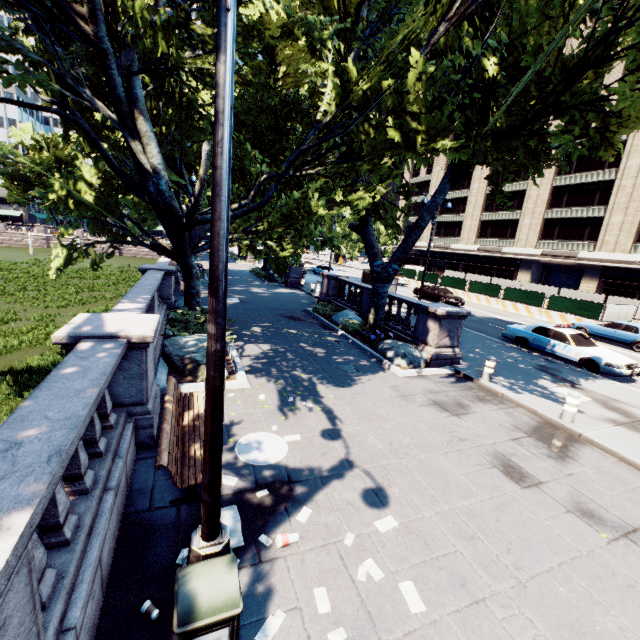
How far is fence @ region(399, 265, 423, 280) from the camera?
39.7m

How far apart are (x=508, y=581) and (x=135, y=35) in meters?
15.6

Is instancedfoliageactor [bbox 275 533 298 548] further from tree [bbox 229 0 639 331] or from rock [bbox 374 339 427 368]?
rock [bbox 374 339 427 368]

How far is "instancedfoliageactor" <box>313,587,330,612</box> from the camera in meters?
3.7

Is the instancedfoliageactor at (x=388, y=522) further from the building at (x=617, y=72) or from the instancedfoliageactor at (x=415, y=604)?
the building at (x=617, y=72)

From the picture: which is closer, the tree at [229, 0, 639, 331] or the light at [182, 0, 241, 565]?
the light at [182, 0, 241, 565]

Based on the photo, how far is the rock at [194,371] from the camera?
9.0 meters

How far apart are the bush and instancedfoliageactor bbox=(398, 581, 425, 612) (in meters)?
9.27
